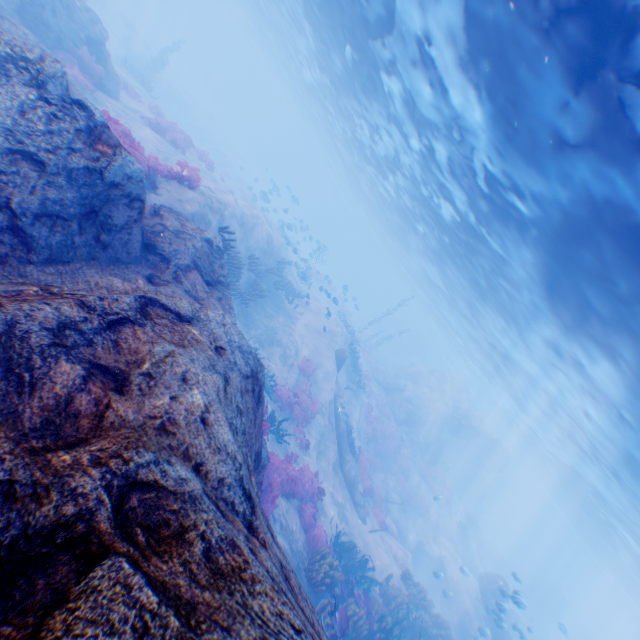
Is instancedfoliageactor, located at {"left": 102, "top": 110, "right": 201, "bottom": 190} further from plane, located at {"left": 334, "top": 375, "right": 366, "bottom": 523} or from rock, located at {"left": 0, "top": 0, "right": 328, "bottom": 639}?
plane, located at {"left": 334, "top": 375, "right": 366, "bottom": 523}

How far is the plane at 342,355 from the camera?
21.66m

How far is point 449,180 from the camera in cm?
1620

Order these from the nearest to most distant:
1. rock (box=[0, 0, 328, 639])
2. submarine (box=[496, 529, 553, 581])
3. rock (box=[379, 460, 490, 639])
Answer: rock (box=[0, 0, 328, 639]) → rock (box=[379, 460, 490, 639]) → submarine (box=[496, 529, 553, 581])

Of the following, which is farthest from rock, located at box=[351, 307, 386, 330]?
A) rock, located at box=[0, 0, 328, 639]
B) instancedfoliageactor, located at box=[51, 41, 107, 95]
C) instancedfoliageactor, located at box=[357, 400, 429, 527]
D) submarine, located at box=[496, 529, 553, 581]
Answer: instancedfoliageactor, located at box=[51, 41, 107, 95]

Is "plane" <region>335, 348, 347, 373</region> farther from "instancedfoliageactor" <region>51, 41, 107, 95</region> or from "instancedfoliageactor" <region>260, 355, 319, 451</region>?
"instancedfoliageactor" <region>51, 41, 107, 95</region>

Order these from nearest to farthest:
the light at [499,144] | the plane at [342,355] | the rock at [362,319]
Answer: the light at [499,144], the plane at [342,355], the rock at [362,319]

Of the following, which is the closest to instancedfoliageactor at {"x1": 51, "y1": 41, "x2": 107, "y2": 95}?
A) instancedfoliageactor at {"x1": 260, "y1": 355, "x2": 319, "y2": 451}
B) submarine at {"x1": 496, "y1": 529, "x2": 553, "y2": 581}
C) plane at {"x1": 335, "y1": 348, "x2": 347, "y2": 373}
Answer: instancedfoliageactor at {"x1": 260, "y1": 355, "x2": 319, "y2": 451}
